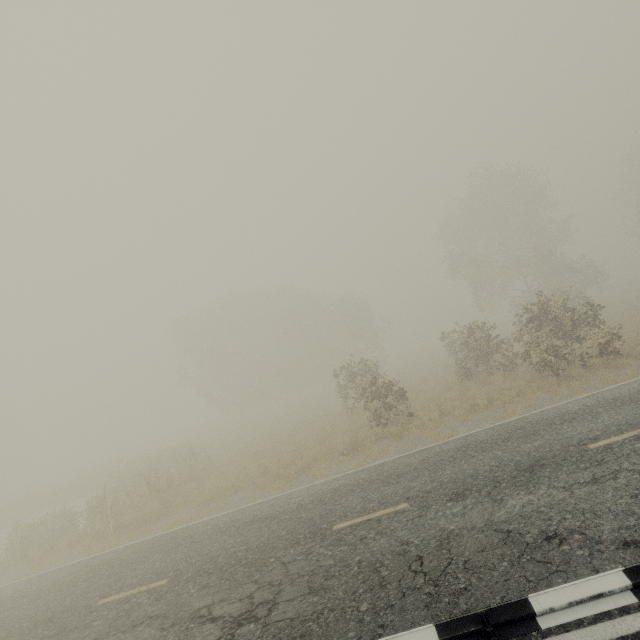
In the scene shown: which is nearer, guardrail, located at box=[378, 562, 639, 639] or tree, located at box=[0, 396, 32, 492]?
guardrail, located at box=[378, 562, 639, 639]

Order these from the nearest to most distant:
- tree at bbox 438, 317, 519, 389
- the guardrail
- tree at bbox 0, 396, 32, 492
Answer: the guardrail < tree at bbox 438, 317, 519, 389 < tree at bbox 0, 396, 32, 492

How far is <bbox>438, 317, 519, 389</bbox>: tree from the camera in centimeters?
1708cm

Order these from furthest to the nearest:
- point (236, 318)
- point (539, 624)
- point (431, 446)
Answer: point (236, 318), point (431, 446), point (539, 624)

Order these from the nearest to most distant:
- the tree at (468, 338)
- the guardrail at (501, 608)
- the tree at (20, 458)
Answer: the guardrail at (501, 608) < the tree at (468, 338) < the tree at (20, 458)

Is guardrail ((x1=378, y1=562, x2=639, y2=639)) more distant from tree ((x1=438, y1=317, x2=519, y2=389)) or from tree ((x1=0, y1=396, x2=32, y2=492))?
tree ((x1=0, y1=396, x2=32, y2=492))

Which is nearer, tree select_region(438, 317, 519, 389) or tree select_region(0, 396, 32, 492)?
tree select_region(438, 317, 519, 389)

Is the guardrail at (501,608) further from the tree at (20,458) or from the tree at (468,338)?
the tree at (20,458)
